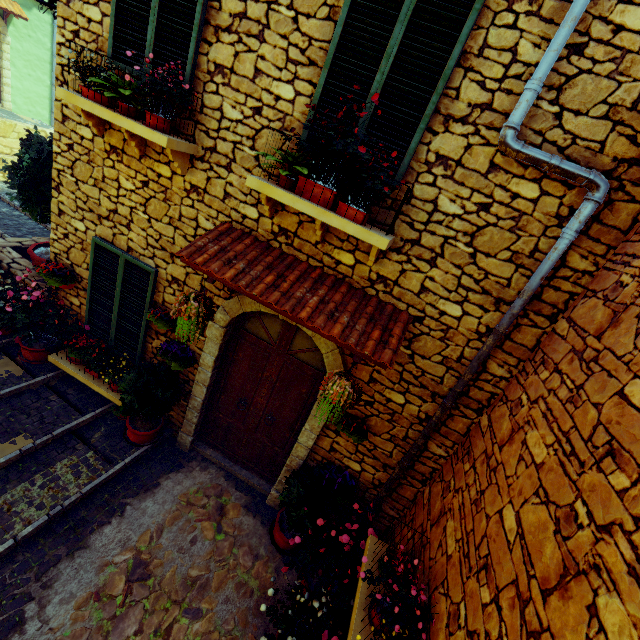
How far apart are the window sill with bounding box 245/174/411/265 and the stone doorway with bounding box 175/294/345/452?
0.64m

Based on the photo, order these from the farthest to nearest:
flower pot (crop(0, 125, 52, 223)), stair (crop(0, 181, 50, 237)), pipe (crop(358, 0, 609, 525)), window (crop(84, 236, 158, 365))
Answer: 1. stair (crop(0, 181, 50, 237))
2. flower pot (crop(0, 125, 52, 223))
3. window (crop(84, 236, 158, 365))
4. pipe (crop(358, 0, 609, 525))

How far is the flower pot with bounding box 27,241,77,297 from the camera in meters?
4.7

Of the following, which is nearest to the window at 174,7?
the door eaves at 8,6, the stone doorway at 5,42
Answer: the door eaves at 8,6

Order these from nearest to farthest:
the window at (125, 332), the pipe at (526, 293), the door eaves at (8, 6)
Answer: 1. the pipe at (526, 293)
2. the window at (125, 332)
3. the door eaves at (8, 6)

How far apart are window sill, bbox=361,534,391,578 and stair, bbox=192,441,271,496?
1.9m

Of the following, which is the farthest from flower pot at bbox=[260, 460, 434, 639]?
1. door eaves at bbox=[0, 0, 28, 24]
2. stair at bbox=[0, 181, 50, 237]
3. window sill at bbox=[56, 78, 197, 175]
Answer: door eaves at bbox=[0, 0, 28, 24]

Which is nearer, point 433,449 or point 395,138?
point 395,138
